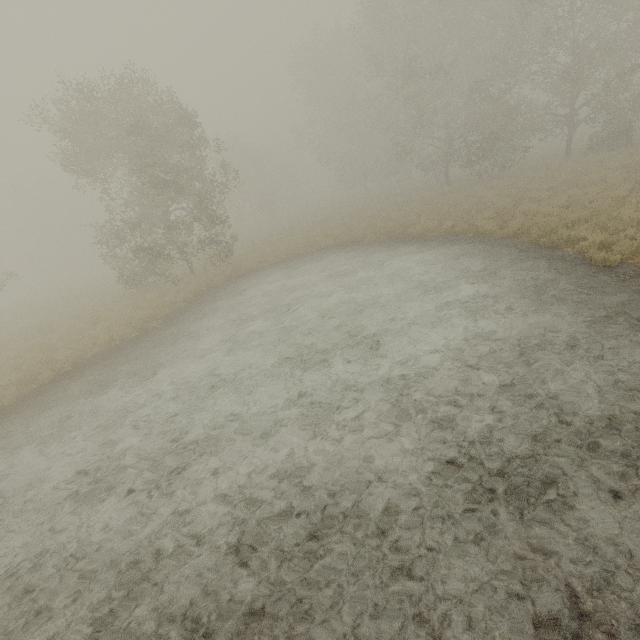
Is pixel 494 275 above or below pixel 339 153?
below
